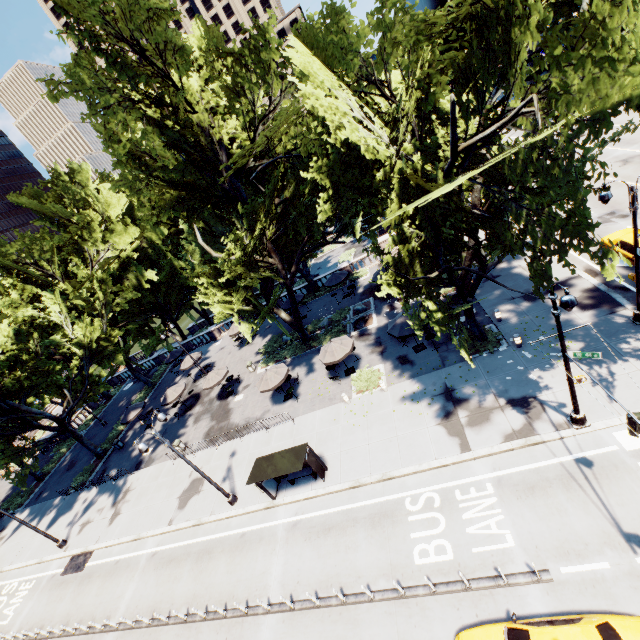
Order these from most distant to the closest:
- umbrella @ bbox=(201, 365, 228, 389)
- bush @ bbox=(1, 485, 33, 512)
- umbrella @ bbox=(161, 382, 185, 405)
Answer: bush @ bbox=(1, 485, 33, 512)
umbrella @ bbox=(161, 382, 185, 405)
umbrella @ bbox=(201, 365, 228, 389)

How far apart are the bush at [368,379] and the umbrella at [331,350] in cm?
156

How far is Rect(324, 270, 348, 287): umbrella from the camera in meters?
32.2 m

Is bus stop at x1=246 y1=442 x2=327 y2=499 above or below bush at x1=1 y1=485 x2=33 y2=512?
above

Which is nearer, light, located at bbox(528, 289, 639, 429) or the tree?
the tree

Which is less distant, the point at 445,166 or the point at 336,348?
the point at 445,166

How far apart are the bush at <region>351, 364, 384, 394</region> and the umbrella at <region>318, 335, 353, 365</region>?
1.56m

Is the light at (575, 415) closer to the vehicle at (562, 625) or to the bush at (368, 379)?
the vehicle at (562, 625)
